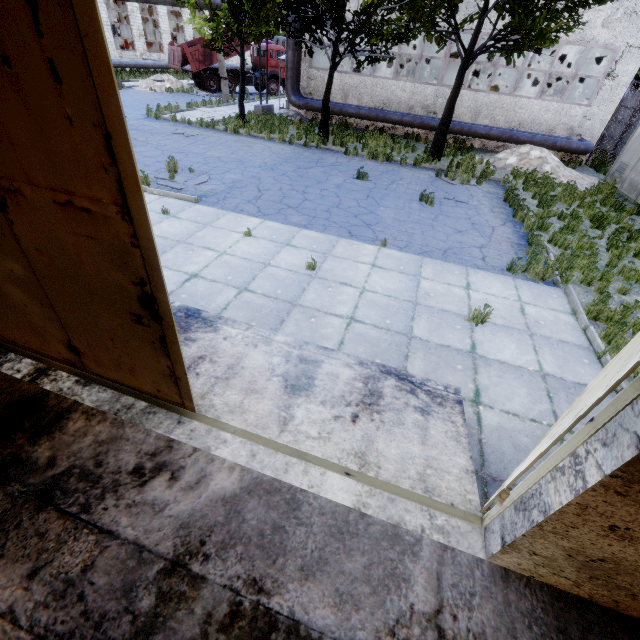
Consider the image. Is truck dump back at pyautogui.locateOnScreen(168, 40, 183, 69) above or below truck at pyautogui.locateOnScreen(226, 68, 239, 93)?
above

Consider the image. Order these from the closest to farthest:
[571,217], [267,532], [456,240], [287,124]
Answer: [267,532] < [456,240] < [571,217] < [287,124]

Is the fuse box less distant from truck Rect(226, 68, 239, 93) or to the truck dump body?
truck Rect(226, 68, 239, 93)

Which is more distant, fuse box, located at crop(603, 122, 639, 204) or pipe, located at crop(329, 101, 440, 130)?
pipe, located at crop(329, 101, 440, 130)

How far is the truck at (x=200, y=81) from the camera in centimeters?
2664cm

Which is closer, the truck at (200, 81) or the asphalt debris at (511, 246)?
the asphalt debris at (511, 246)

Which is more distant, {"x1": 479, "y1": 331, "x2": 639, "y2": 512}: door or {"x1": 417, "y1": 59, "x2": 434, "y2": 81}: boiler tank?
{"x1": 417, "y1": 59, "x2": 434, "y2": 81}: boiler tank

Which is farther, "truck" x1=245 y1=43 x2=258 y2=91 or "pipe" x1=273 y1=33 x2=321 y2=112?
"truck" x1=245 y1=43 x2=258 y2=91
